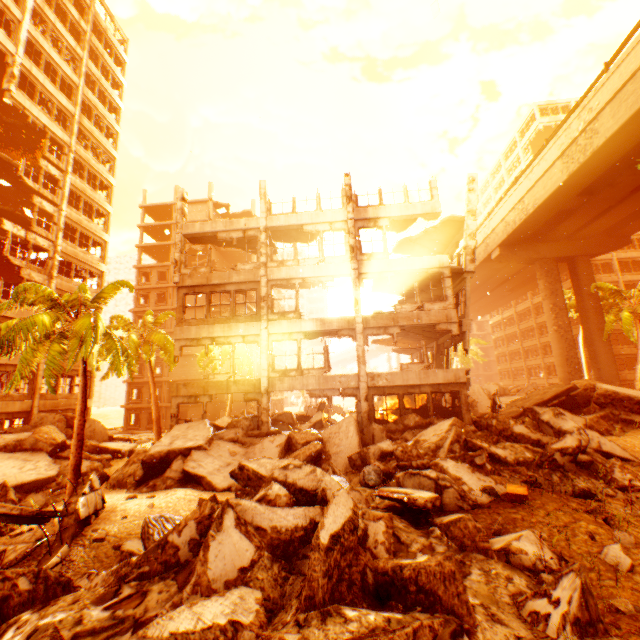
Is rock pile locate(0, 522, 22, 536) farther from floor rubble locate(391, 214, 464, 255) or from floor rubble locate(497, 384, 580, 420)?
floor rubble locate(391, 214, 464, 255)

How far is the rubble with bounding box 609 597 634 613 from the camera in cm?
372

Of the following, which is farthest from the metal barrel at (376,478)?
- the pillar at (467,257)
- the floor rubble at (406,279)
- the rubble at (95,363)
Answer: the floor rubble at (406,279)

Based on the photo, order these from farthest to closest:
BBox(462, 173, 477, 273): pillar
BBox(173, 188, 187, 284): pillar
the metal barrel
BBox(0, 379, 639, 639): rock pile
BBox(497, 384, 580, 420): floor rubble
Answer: BBox(173, 188, 187, 284): pillar
BBox(462, 173, 477, 273): pillar
BBox(497, 384, 580, 420): floor rubble
the metal barrel
BBox(0, 379, 639, 639): rock pile

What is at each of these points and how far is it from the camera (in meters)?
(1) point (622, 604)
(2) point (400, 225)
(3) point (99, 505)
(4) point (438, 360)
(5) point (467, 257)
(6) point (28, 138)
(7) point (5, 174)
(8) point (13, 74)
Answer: (1) rubble, 3.26
(2) floor rubble, 19.00
(3) floor rubble, 9.49
(4) pillar, 21.06
(5) pillar, 17.23
(6) floor rubble, 25.81
(7) floor rubble, 25.33
(8) pillar, 22.06

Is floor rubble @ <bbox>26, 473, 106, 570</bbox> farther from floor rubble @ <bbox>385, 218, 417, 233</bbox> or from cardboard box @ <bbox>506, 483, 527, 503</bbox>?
floor rubble @ <bbox>385, 218, 417, 233</bbox>

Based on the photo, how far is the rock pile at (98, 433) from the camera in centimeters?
1583cm

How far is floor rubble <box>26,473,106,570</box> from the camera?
7.1m
